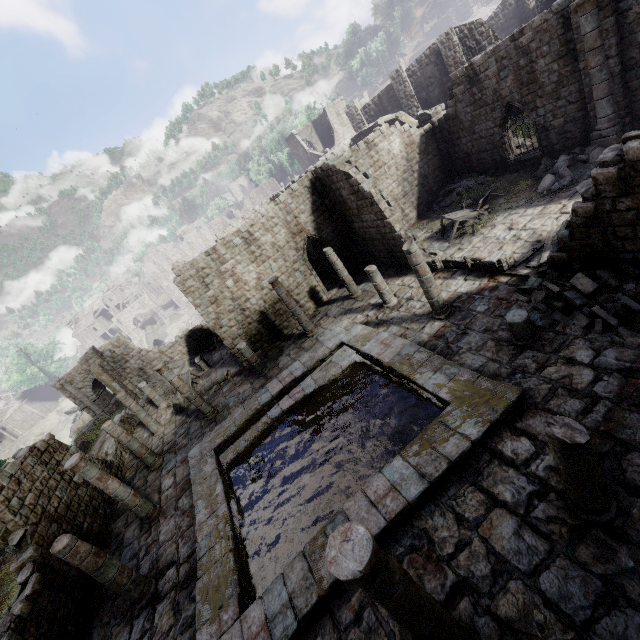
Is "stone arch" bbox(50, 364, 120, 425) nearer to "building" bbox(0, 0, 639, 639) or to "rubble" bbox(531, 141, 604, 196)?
"building" bbox(0, 0, 639, 639)

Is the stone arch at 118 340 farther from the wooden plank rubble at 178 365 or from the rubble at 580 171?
the rubble at 580 171

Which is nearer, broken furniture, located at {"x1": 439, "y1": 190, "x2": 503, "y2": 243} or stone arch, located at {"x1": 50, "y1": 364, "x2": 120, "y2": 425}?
broken furniture, located at {"x1": 439, "y1": 190, "x2": 503, "y2": 243}

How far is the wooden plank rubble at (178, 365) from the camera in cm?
2547

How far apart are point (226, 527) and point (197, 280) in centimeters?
1208cm

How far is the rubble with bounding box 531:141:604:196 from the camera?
14.83m

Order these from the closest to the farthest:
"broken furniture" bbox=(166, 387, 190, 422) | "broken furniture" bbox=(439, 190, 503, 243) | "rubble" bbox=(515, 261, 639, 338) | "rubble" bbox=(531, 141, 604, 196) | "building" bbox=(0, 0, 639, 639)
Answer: "building" bbox=(0, 0, 639, 639) → "rubble" bbox=(515, 261, 639, 338) → "rubble" bbox=(531, 141, 604, 196) → "broken furniture" bbox=(439, 190, 503, 243) → "broken furniture" bbox=(166, 387, 190, 422)

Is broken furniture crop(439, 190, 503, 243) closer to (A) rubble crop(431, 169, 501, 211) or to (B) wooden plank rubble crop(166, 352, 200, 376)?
(A) rubble crop(431, 169, 501, 211)
